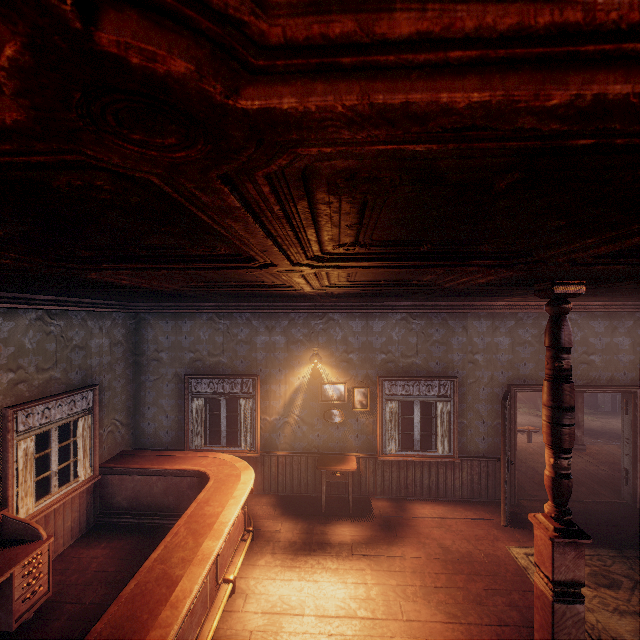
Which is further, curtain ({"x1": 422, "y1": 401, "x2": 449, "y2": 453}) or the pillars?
curtain ({"x1": 422, "y1": 401, "x2": 449, "y2": 453})

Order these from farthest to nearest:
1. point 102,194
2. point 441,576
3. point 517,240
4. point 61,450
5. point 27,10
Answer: point 61,450, point 441,576, point 517,240, point 102,194, point 27,10

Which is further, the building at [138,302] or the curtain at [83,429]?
the curtain at [83,429]

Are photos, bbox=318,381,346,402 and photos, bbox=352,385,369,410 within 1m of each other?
yes

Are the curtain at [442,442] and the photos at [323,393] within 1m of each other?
no

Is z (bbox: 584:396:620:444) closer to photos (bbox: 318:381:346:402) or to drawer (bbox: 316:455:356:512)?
drawer (bbox: 316:455:356:512)

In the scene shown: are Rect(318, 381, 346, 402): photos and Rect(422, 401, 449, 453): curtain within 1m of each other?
no

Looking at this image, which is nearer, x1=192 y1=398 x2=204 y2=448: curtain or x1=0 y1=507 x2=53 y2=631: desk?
x1=0 y1=507 x2=53 y2=631: desk
